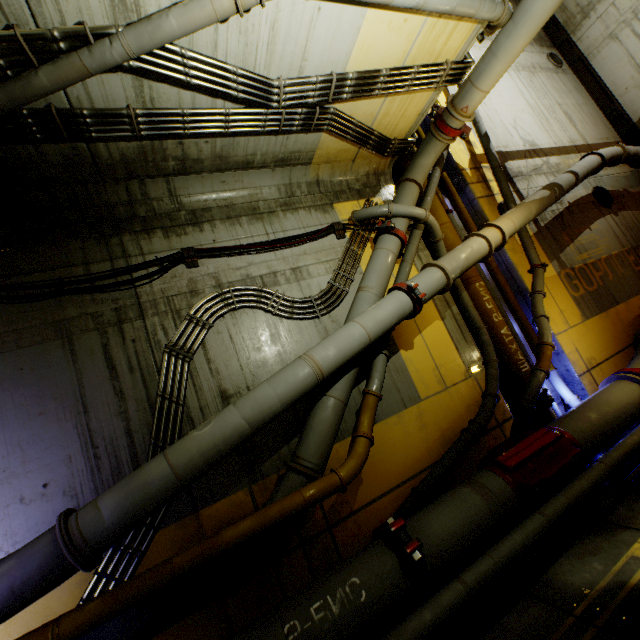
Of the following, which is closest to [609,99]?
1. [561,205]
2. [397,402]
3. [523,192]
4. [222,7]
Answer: [561,205]

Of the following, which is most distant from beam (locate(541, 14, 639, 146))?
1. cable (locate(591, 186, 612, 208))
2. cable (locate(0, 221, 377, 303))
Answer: cable (locate(0, 221, 377, 303))

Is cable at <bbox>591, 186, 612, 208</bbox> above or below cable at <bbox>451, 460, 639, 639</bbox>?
above

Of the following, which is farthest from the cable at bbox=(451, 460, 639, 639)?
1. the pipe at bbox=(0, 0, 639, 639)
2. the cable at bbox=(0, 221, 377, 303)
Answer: the cable at bbox=(0, 221, 377, 303)

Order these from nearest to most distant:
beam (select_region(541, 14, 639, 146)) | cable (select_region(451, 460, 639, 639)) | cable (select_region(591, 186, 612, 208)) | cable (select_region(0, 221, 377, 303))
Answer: cable (select_region(451, 460, 639, 639)) → cable (select_region(0, 221, 377, 303)) → cable (select_region(591, 186, 612, 208)) → beam (select_region(541, 14, 639, 146))

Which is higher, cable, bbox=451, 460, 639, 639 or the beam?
the beam

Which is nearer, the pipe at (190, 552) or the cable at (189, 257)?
the pipe at (190, 552)

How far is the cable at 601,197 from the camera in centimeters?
1045cm
